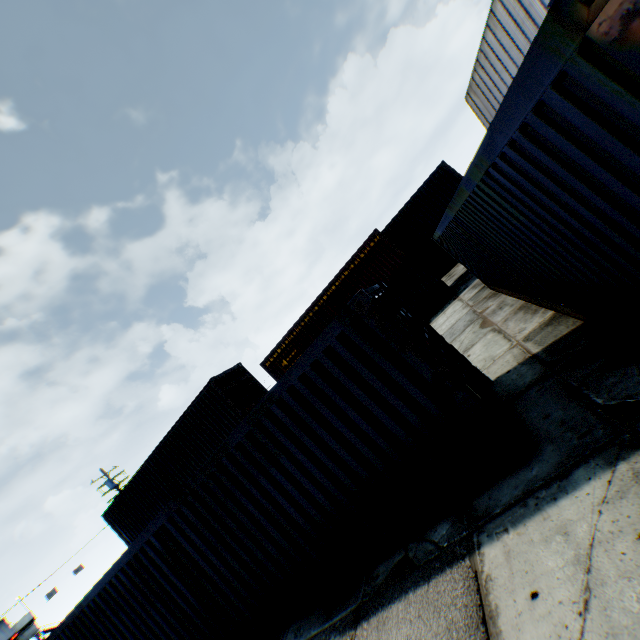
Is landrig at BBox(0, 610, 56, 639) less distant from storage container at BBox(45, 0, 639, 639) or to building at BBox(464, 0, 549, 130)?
storage container at BBox(45, 0, 639, 639)

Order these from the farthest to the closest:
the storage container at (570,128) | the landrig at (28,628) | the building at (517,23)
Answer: the landrig at (28,628), the building at (517,23), the storage container at (570,128)

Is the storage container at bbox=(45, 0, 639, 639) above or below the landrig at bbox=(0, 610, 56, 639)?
below

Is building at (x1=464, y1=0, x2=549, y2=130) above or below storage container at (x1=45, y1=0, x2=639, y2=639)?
above

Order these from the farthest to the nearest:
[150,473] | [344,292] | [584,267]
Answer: [344,292], [150,473], [584,267]

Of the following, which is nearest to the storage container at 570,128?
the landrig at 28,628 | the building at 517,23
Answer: the building at 517,23
